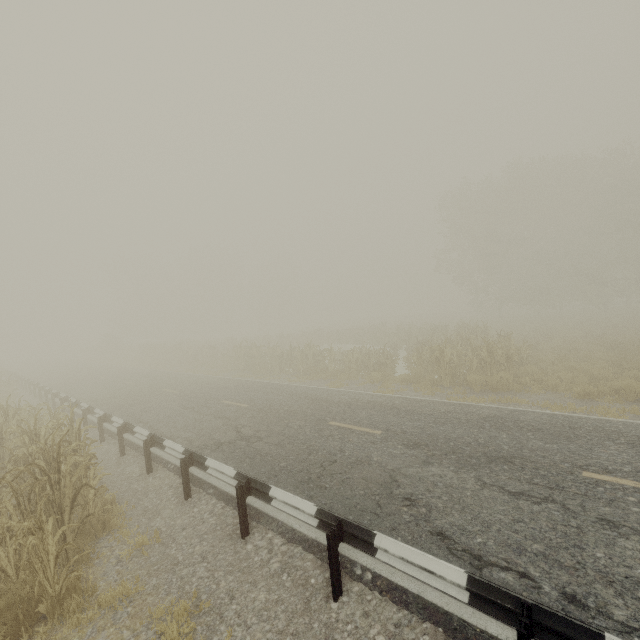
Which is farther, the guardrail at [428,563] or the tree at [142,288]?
the tree at [142,288]

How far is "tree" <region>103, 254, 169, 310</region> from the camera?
56.4 meters

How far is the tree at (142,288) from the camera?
56.4m

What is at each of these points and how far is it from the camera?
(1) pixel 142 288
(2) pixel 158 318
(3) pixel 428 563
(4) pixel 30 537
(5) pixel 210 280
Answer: (1) tree, 57.8 meters
(2) tree, 59.2 meters
(3) guardrail, 3.4 meters
(4) tree, 3.9 meters
(5) tree, 56.4 meters

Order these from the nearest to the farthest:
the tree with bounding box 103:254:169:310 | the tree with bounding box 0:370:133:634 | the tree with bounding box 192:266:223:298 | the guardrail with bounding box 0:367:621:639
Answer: the guardrail with bounding box 0:367:621:639, the tree with bounding box 0:370:133:634, the tree with bounding box 103:254:169:310, the tree with bounding box 192:266:223:298

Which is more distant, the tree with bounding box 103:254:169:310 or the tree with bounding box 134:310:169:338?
the tree with bounding box 134:310:169:338

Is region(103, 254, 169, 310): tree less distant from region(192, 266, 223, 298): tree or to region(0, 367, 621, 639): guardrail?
region(0, 367, 621, 639): guardrail
